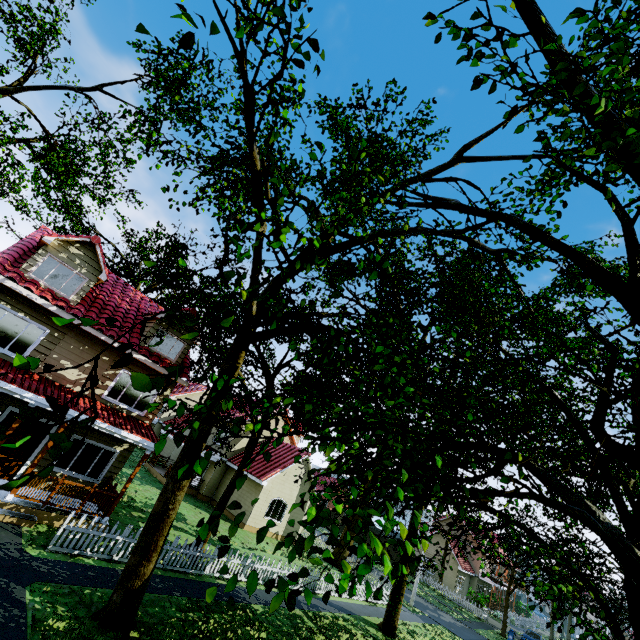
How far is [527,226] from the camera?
7.1 meters

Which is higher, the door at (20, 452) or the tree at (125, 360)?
the tree at (125, 360)

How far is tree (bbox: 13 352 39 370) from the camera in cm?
254

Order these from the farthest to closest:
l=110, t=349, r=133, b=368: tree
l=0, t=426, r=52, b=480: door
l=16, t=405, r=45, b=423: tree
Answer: l=0, t=426, r=52, b=480: door < l=110, t=349, r=133, b=368: tree < l=16, t=405, r=45, b=423: tree

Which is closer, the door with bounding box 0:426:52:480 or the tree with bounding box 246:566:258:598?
the tree with bounding box 246:566:258:598

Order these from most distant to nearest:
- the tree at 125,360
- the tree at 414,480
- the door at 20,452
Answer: the door at 20,452 → the tree at 414,480 → the tree at 125,360

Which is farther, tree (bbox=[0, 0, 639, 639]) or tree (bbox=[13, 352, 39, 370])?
tree (bbox=[0, 0, 639, 639])
